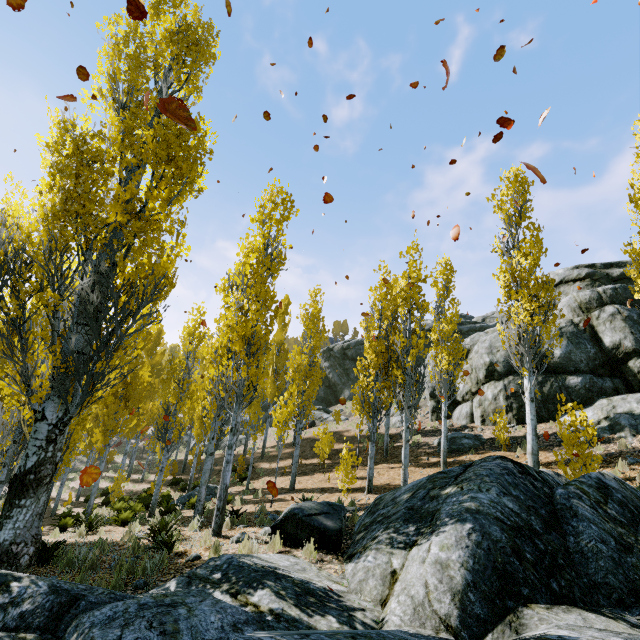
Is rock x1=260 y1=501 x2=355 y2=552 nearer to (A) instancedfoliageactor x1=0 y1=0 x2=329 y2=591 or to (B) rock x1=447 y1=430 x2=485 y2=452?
(A) instancedfoliageactor x1=0 y1=0 x2=329 y2=591

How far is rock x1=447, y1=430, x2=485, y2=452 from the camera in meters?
16.2

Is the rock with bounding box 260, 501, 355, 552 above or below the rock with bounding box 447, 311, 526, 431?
below

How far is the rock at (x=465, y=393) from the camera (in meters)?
17.75

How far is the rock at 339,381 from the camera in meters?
35.1 m

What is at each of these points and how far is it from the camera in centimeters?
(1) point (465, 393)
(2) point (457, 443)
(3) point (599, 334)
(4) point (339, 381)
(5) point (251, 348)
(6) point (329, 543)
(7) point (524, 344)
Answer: (1) rock, 2077cm
(2) rock, 1659cm
(3) rock, 1717cm
(4) rock, 4044cm
(5) instancedfoliageactor, 936cm
(6) rock, 660cm
(7) instancedfoliageactor, 1174cm

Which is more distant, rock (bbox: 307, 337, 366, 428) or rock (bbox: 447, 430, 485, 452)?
rock (bbox: 307, 337, 366, 428)

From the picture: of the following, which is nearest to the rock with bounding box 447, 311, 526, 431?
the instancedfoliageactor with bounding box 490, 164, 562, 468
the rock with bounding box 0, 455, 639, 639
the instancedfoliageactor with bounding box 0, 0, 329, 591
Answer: the instancedfoliageactor with bounding box 0, 0, 329, 591
